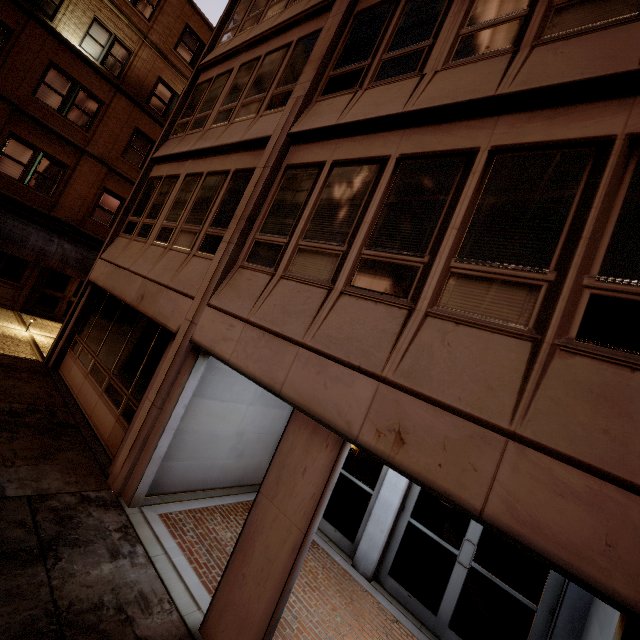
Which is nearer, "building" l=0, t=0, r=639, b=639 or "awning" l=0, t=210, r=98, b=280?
"building" l=0, t=0, r=639, b=639

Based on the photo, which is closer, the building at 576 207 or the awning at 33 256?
the building at 576 207

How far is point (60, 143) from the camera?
14.6 meters
